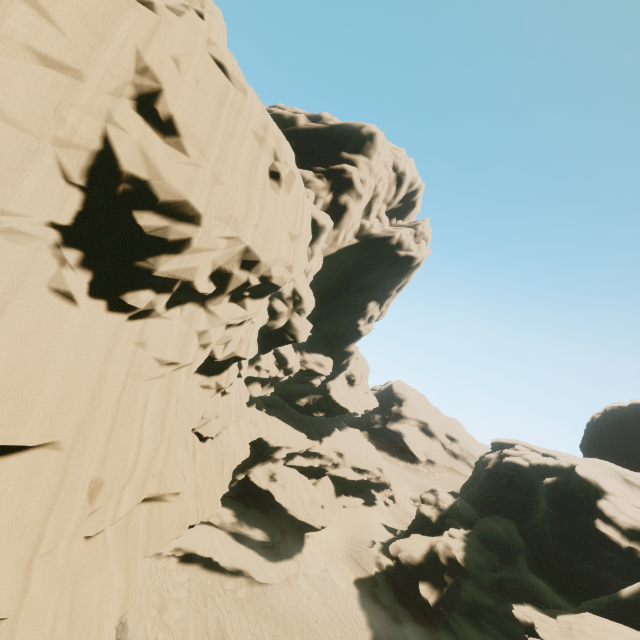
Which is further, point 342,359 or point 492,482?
point 342,359

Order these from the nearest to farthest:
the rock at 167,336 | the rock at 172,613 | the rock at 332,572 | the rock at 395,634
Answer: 1. the rock at 167,336
2. the rock at 172,613
3. the rock at 395,634
4. the rock at 332,572

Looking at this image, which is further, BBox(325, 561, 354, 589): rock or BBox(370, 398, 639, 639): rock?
BBox(325, 561, 354, 589): rock

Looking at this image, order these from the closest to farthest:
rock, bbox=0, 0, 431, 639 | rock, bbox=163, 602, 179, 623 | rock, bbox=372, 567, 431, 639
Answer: rock, bbox=0, 0, 431, 639 < rock, bbox=163, 602, 179, 623 < rock, bbox=372, 567, 431, 639

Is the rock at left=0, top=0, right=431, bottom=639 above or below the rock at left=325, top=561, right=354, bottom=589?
above

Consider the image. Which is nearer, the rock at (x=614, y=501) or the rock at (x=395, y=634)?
the rock at (x=614, y=501)
